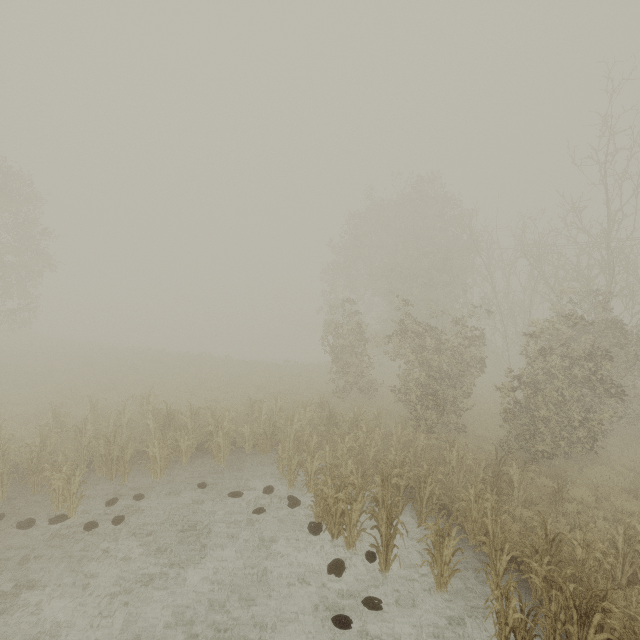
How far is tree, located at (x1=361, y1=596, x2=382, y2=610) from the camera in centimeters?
652cm

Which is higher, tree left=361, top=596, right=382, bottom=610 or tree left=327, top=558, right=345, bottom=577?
tree left=327, top=558, right=345, bottom=577

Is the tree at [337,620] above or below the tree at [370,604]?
below

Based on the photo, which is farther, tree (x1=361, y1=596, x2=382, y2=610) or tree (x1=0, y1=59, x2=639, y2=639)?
tree (x1=0, y1=59, x2=639, y2=639)

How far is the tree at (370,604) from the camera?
6.52m

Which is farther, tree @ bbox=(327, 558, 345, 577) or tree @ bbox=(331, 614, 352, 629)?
tree @ bbox=(327, 558, 345, 577)

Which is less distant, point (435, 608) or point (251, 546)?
point (435, 608)
